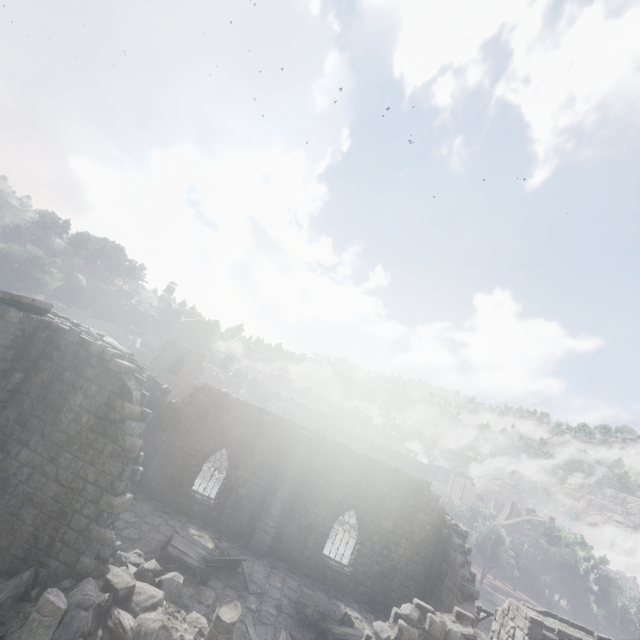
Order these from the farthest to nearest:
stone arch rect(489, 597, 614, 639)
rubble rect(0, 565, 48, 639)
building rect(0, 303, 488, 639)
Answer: stone arch rect(489, 597, 614, 639) → building rect(0, 303, 488, 639) → rubble rect(0, 565, 48, 639)

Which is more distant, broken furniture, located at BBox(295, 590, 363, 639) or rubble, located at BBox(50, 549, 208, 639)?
broken furniture, located at BBox(295, 590, 363, 639)

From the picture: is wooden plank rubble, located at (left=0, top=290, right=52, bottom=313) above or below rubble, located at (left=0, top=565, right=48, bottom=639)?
above

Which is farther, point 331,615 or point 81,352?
point 331,615

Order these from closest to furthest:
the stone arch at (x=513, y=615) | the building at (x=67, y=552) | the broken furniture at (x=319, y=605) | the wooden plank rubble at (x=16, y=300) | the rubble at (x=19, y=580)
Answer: the rubble at (x=19, y=580) → the building at (x=67, y=552) → the wooden plank rubble at (x=16, y=300) → the broken furniture at (x=319, y=605) → the stone arch at (x=513, y=615)

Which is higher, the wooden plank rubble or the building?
the wooden plank rubble

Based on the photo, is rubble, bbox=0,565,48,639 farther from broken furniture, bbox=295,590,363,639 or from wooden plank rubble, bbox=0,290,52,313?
wooden plank rubble, bbox=0,290,52,313

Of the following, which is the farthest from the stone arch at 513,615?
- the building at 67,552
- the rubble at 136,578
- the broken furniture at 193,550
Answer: the rubble at 136,578
